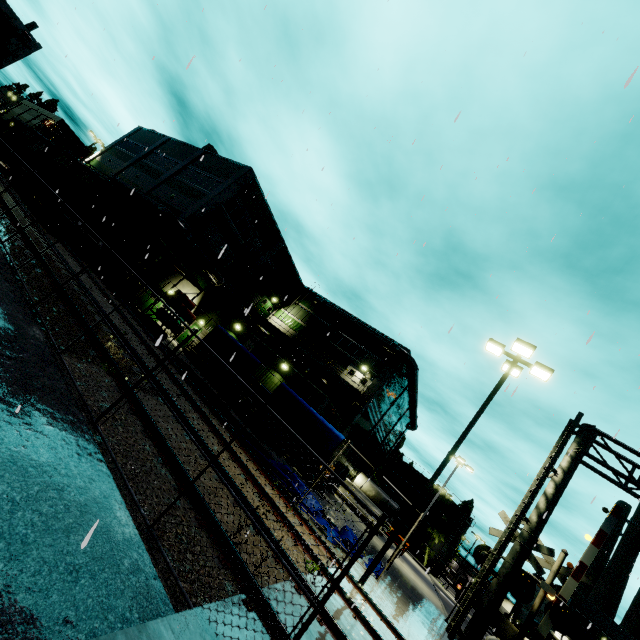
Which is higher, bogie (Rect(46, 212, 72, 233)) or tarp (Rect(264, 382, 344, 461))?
tarp (Rect(264, 382, 344, 461))

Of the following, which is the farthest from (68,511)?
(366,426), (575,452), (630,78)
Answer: (366,426)

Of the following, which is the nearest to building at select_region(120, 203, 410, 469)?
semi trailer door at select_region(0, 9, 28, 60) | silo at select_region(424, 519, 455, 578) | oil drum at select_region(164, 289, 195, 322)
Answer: silo at select_region(424, 519, 455, 578)

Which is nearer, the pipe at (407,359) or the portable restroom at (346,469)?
the portable restroom at (346,469)

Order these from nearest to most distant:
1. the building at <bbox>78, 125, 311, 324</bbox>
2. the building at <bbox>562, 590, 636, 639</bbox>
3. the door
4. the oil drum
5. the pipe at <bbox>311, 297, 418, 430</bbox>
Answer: the oil drum → the building at <bbox>78, 125, 311, 324</bbox> → the pipe at <bbox>311, 297, 418, 430</bbox> → the door → the building at <bbox>562, 590, 636, 639</bbox>

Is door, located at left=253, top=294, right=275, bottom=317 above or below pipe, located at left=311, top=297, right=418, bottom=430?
below

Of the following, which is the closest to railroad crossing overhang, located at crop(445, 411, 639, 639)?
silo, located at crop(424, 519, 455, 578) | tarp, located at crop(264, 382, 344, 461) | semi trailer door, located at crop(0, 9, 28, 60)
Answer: tarp, located at crop(264, 382, 344, 461)

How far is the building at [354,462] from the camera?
34.3 meters
